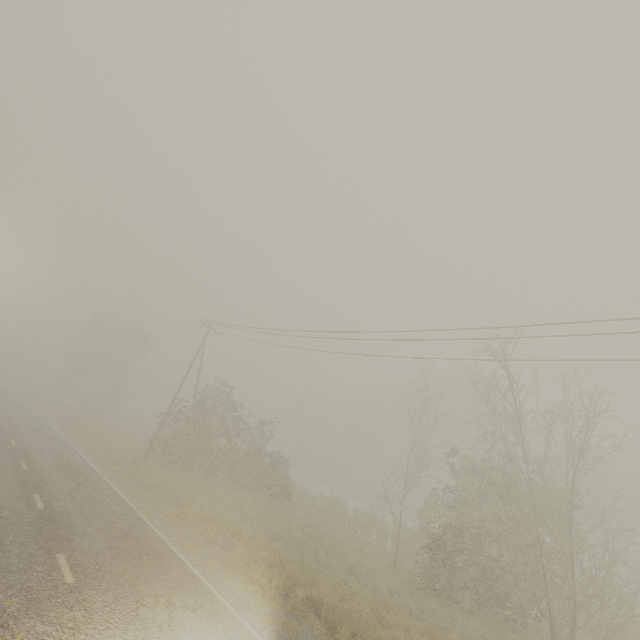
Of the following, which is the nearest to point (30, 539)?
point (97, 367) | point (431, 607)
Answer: point (431, 607)
